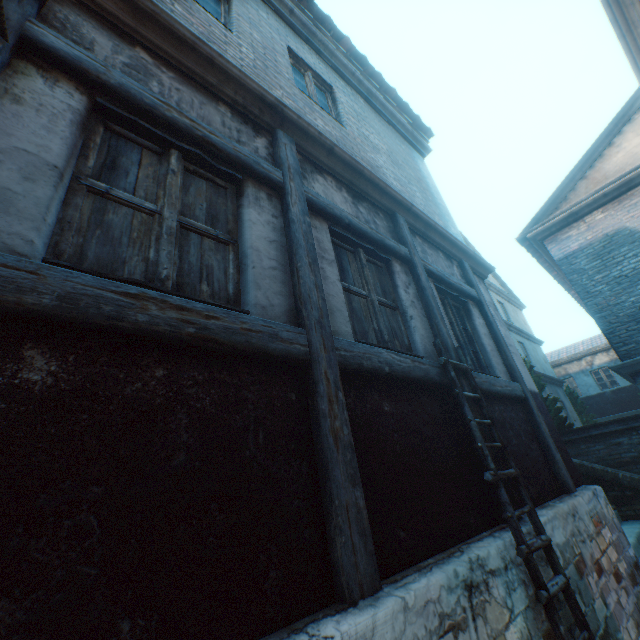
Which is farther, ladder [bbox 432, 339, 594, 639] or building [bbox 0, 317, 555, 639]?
ladder [bbox 432, 339, 594, 639]

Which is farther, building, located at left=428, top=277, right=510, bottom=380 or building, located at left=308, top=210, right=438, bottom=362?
building, located at left=428, top=277, right=510, bottom=380

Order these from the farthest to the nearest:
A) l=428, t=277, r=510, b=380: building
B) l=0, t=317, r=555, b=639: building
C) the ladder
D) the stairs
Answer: the stairs → l=428, t=277, r=510, b=380: building → the ladder → l=0, t=317, r=555, b=639: building

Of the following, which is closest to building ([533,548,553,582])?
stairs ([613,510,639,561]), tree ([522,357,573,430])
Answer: stairs ([613,510,639,561])

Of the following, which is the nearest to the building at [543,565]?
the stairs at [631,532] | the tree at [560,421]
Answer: the stairs at [631,532]

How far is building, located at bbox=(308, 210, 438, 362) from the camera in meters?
2.7 m

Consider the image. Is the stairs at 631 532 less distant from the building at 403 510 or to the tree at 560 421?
the building at 403 510

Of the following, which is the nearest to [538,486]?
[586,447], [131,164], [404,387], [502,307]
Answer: [404,387]
